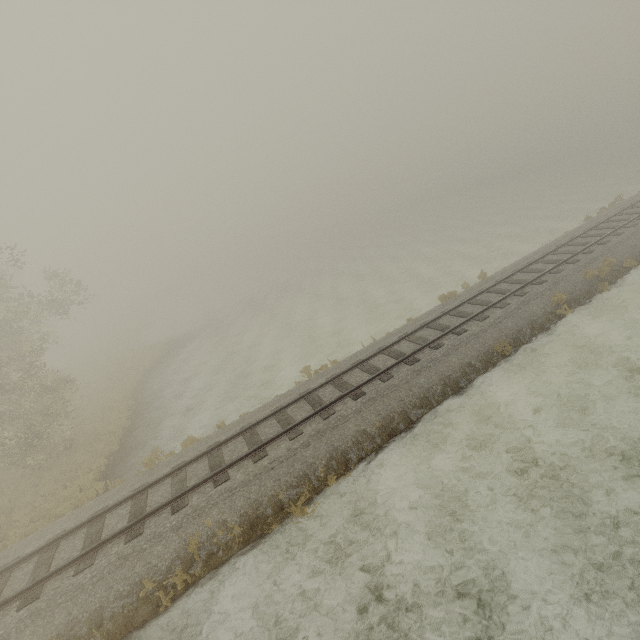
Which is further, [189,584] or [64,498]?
[64,498]
